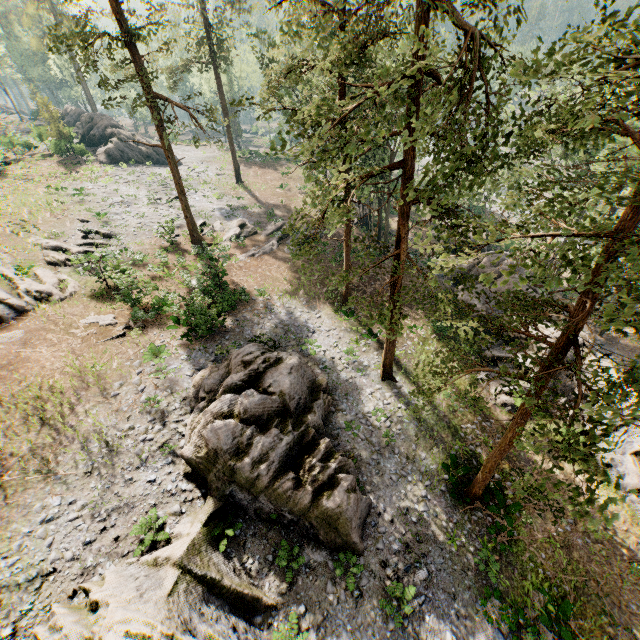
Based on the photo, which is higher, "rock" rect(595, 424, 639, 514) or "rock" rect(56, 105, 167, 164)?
"rock" rect(56, 105, 167, 164)

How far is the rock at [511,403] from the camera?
18.84m

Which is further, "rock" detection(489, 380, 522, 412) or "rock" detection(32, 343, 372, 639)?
"rock" detection(489, 380, 522, 412)

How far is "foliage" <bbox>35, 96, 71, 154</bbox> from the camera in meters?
38.5 m

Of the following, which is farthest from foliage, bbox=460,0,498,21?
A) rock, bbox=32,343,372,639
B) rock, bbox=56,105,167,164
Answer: rock, bbox=32,343,372,639

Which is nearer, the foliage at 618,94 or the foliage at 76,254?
the foliage at 618,94

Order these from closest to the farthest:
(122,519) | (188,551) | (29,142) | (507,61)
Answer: (507,61)
(188,551)
(122,519)
(29,142)
